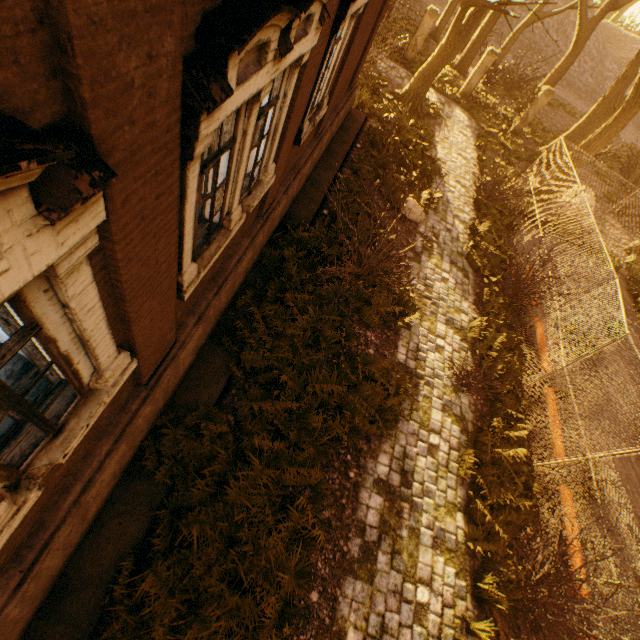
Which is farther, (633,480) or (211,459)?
(633,480)

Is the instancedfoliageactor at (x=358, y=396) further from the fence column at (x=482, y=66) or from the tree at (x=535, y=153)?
the fence column at (x=482, y=66)

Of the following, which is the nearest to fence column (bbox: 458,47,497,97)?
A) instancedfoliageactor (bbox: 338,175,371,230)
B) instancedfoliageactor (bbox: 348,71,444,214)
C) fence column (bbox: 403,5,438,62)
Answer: fence column (bbox: 403,5,438,62)

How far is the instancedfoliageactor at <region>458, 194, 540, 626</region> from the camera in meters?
5.9

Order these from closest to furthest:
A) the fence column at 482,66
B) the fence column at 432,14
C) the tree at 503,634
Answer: the tree at 503,634 < the fence column at 432,14 < the fence column at 482,66

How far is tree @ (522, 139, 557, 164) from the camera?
18.48m

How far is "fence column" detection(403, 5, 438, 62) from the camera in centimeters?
1734cm

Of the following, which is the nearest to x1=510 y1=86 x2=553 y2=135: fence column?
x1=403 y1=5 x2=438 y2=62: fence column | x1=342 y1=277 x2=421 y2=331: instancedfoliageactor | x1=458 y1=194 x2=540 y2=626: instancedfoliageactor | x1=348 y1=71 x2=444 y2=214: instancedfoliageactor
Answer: x1=403 y1=5 x2=438 y2=62: fence column
